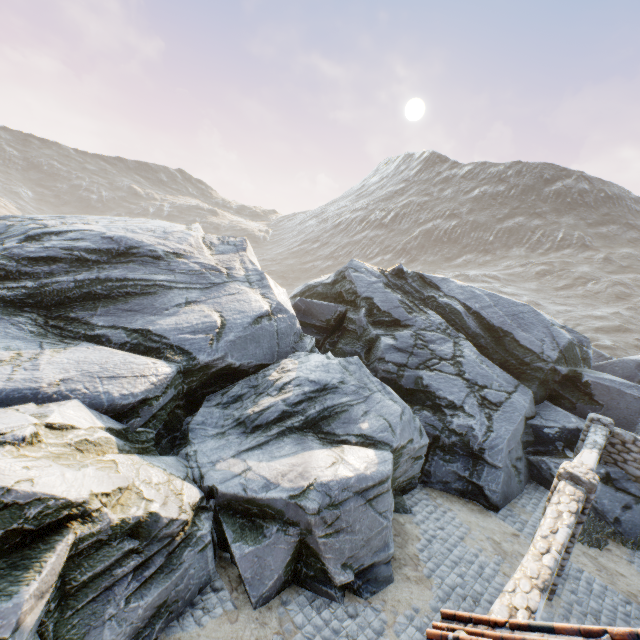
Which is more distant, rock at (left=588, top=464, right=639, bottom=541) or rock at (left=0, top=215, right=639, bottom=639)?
rock at (left=588, top=464, right=639, bottom=541)

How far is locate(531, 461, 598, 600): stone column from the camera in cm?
723

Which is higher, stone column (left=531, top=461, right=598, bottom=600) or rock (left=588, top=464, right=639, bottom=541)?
stone column (left=531, top=461, right=598, bottom=600)

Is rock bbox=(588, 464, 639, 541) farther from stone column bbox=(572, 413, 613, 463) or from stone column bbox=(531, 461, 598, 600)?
stone column bbox=(531, 461, 598, 600)

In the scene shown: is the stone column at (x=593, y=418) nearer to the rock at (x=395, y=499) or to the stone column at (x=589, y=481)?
the rock at (x=395, y=499)

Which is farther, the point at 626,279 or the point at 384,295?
the point at 626,279

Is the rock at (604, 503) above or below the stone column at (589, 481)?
below

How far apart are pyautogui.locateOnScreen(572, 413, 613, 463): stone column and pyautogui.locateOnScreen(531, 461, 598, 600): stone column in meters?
5.4
